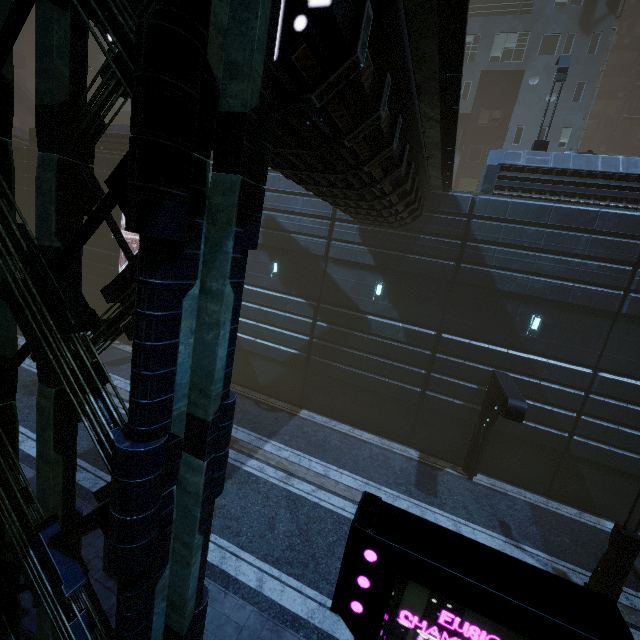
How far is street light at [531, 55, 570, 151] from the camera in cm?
1409

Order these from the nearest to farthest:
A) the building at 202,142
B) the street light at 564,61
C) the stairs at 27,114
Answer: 1. the building at 202,142
2. the street light at 564,61
3. the stairs at 27,114

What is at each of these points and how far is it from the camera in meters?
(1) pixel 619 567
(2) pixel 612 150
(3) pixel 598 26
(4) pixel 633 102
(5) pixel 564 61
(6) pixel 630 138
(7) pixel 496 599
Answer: (1) street light, 9.0 m
(2) building structure, 40.3 m
(3) building, 21.8 m
(4) building, 39.8 m
(5) street light, 14.2 m
(6) building, 40.5 m
(7) sign, 2.7 m

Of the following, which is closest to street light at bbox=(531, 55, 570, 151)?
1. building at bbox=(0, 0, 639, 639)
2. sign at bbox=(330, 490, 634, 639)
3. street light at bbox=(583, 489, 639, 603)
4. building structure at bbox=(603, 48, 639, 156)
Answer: building at bbox=(0, 0, 639, 639)

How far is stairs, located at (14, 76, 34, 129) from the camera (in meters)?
36.30

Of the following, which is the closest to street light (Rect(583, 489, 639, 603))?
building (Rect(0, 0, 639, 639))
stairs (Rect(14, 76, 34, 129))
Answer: building (Rect(0, 0, 639, 639))

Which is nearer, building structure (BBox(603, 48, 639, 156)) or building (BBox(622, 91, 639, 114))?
building structure (BBox(603, 48, 639, 156))

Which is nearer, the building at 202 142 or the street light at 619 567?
the building at 202 142
